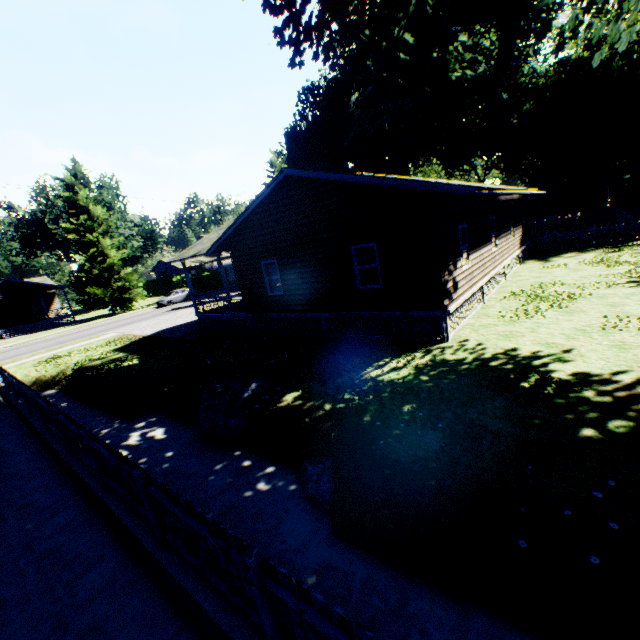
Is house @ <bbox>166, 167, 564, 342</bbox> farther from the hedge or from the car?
the hedge

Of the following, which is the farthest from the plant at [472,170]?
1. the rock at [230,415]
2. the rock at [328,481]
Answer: the rock at [230,415]

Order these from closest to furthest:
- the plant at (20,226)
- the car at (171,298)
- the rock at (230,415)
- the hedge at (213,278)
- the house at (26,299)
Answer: the rock at (230,415), the plant at (20,226), the house at (26,299), the car at (171,298), the hedge at (213,278)

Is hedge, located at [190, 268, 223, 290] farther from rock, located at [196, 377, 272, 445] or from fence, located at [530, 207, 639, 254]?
rock, located at [196, 377, 272, 445]

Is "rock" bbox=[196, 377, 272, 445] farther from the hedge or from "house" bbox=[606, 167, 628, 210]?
"house" bbox=[606, 167, 628, 210]

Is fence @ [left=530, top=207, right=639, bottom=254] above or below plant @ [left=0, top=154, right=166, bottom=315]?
below

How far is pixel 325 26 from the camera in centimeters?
884cm

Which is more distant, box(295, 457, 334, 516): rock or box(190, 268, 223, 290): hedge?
box(190, 268, 223, 290): hedge
